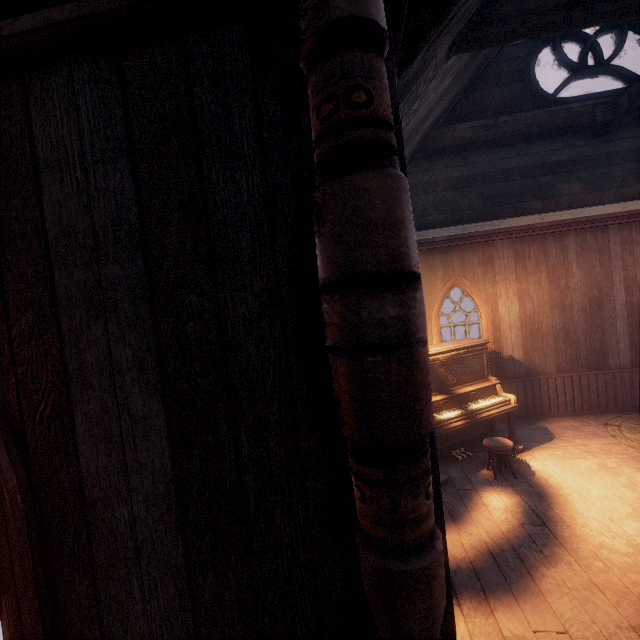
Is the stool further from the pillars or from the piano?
the pillars

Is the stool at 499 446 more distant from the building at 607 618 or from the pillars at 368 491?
the pillars at 368 491

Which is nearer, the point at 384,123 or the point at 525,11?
the point at 384,123

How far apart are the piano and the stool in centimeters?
26cm

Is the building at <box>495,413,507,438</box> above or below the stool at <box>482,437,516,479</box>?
below

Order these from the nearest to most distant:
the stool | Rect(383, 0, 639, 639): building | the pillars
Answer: the pillars, Rect(383, 0, 639, 639): building, the stool

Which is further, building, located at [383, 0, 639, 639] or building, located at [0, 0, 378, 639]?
building, located at [383, 0, 639, 639]

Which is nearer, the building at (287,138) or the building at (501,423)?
the building at (287,138)
